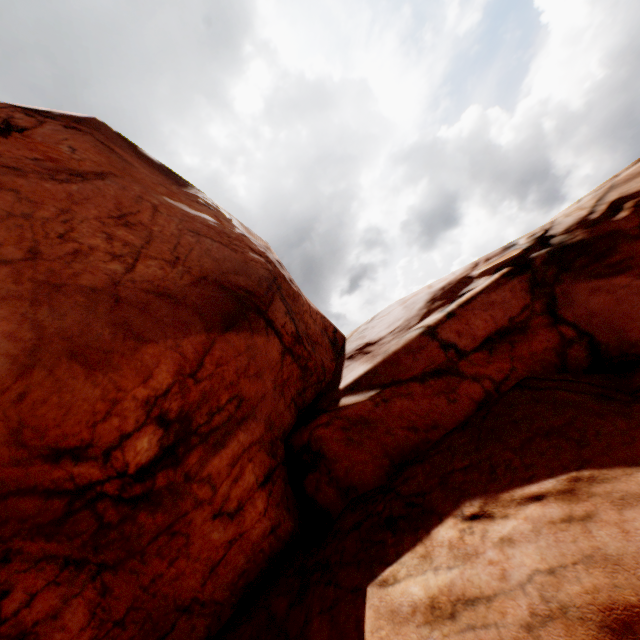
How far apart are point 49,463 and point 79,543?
1.30m
